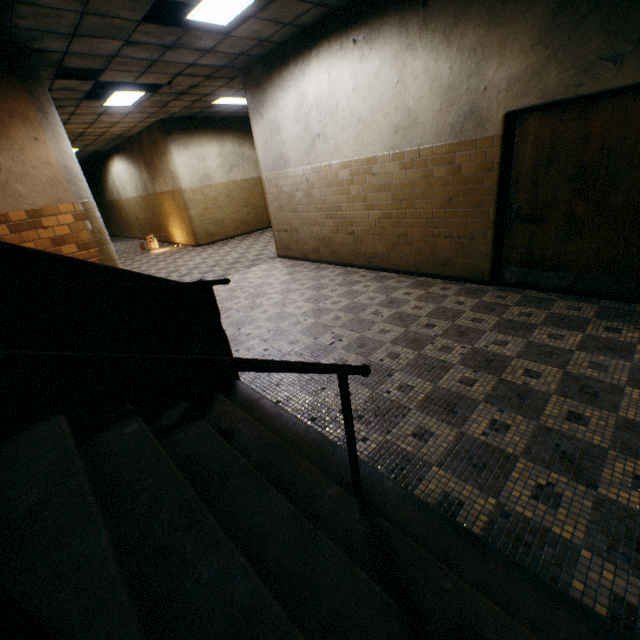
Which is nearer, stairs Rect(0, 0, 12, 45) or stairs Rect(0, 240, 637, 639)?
stairs Rect(0, 240, 637, 639)

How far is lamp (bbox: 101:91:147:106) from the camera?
7.0 meters

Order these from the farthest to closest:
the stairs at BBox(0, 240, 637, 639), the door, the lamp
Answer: the lamp, the door, the stairs at BBox(0, 240, 637, 639)

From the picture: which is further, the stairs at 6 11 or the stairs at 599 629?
the stairs at 6 11

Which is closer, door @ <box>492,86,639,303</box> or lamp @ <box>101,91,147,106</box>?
door @ <box>492,86,639,303</box>

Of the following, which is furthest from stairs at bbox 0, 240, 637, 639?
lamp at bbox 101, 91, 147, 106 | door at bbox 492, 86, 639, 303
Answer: door at bbox 492, 86, 639, 303

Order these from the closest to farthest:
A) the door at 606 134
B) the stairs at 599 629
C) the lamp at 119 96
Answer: the stairs at 599 629 < the door at 606 134 < the lamp at 119 96

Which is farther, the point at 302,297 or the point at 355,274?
the point at 355,274
